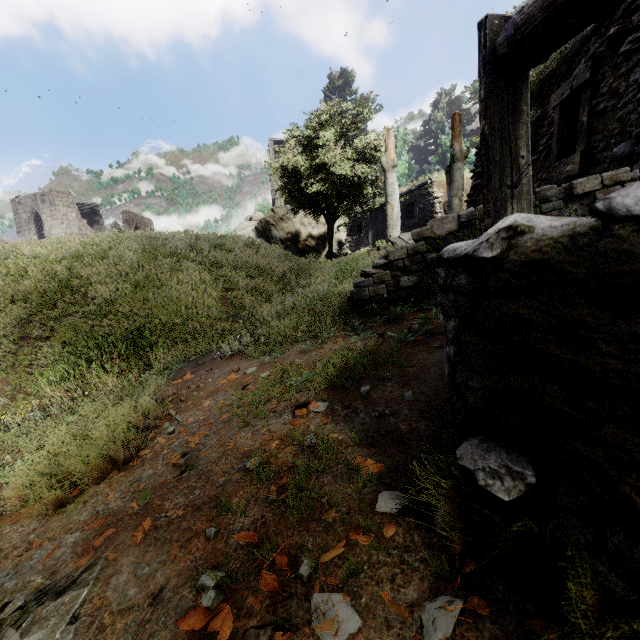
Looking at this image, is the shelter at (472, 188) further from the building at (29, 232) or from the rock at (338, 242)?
the building at (29, 232)

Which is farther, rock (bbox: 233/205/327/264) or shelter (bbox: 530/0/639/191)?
rock (bbox: 233/205/327/264)

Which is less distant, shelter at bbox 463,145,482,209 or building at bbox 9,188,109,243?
shelter at bbox 463,145,482,209

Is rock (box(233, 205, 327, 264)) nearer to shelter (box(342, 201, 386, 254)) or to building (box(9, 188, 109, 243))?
shelter (box(342, 201, 386, 254))

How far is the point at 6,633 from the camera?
1.2m

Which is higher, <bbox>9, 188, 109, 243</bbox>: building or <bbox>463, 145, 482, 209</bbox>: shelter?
<bbox>9, 188, 109, 243</bbox>: building

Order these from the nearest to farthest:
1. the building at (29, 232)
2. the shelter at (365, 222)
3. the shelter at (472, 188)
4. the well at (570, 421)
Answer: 1. the well at (570, 421)
2. the shelter at (472, 188)
3. the shelter at (365, 222)
4. the building at (29, 232)

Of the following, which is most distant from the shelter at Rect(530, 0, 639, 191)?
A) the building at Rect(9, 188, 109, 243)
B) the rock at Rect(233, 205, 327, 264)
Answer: the rock at Rect(233, 205, 327, 264)
